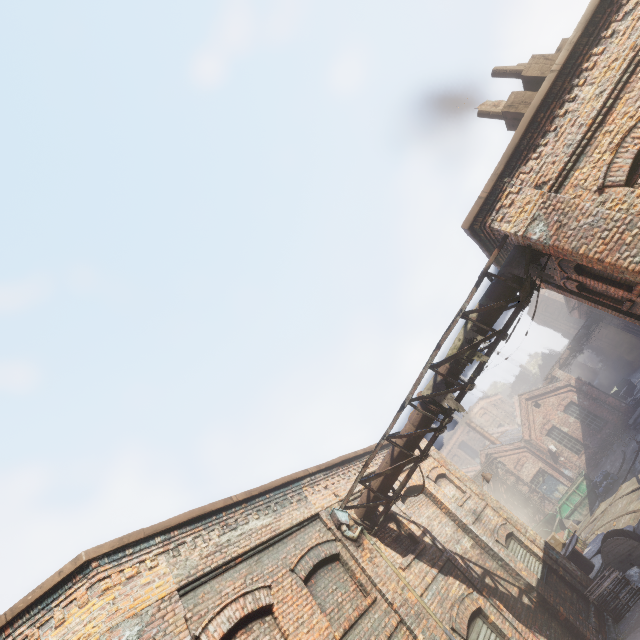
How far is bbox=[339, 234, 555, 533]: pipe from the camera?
6.8 meters

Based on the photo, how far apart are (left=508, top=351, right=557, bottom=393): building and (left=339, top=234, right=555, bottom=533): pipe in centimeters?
5982cm

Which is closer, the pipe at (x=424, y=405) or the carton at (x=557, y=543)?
the pipe at (x=424, y=405)

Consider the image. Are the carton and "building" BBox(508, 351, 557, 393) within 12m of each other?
no

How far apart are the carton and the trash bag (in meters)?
11.03

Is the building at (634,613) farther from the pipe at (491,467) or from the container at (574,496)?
the container at (574,496)

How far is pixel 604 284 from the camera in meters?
7.1

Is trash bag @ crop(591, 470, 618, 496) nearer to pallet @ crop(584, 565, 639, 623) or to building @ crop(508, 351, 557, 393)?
Result: pallet @ crop(584, 565, 639, 623)
